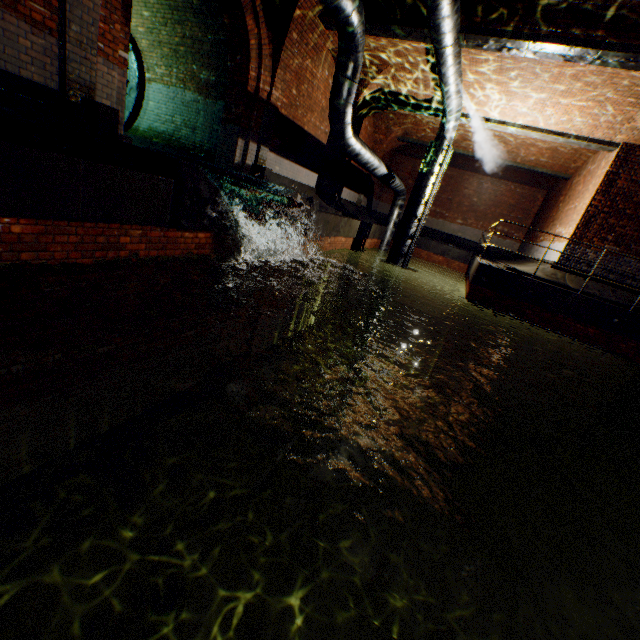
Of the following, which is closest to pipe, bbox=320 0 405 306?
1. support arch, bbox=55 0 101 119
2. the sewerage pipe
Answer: support arch, bbox=55 0 101 119

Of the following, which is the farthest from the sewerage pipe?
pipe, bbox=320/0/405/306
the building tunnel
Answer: pipe, bbox=320/0/405/306

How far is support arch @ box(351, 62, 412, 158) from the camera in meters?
10.7

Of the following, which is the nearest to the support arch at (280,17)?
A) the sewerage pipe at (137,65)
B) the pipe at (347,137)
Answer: the pipe at (347,137)

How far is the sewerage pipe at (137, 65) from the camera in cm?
988

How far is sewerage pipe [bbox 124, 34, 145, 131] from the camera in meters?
9.9

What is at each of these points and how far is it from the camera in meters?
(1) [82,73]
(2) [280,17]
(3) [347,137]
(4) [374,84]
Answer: (1) support arch, 4.9
(2) support arch, 7.6
(3) pipe, 8.3
(4) support arch, 11.3

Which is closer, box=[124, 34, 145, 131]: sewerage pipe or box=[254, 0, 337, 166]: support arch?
box=[254, 0, 337, 166]: support arch
